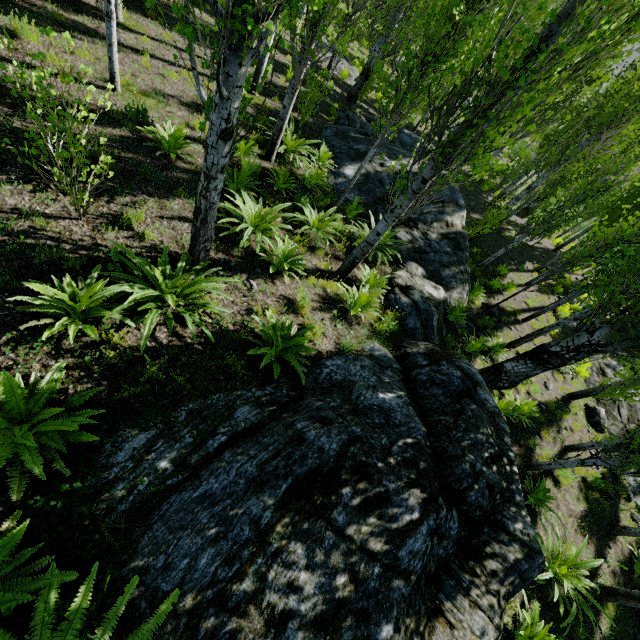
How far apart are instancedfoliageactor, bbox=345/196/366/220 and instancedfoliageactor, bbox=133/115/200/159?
4.5 meters

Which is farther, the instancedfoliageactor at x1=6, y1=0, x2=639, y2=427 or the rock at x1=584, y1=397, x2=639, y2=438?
the rock at x1=584, y1=397, x2=639, y2=438

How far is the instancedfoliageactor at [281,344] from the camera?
4.4m

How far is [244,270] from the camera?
5.8 meters

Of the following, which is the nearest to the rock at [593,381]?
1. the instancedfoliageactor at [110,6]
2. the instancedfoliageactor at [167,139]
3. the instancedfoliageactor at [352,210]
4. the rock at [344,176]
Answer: the instancedfoliageactor at [110,6]

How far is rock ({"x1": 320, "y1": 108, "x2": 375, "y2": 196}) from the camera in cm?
1052

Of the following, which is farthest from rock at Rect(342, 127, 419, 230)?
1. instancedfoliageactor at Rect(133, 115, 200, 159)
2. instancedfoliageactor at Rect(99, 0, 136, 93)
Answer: instancedfoliageactor at Rect(133, 115, 200, 159)
